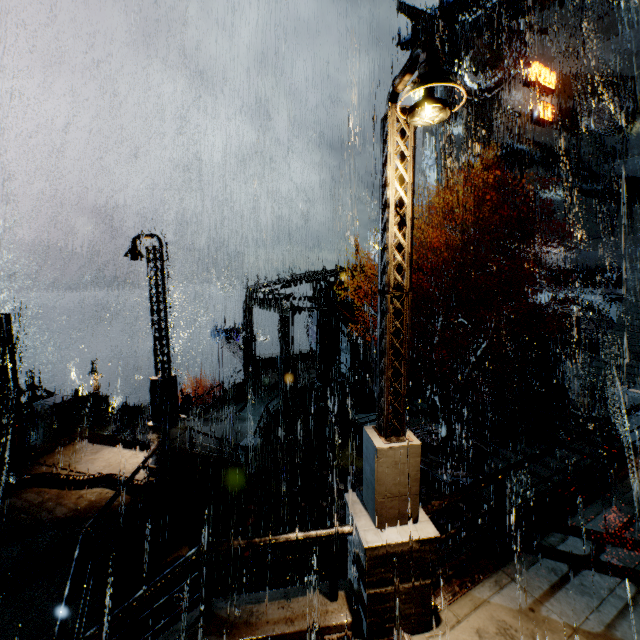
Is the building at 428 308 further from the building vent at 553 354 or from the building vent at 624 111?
the building vent at 553 354

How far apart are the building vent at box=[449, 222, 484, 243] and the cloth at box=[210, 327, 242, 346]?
28.9 meters

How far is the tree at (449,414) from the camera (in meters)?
15.46

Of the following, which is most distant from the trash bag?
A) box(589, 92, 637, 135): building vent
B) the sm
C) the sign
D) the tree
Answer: box(589, 92, 637, 135): building vent

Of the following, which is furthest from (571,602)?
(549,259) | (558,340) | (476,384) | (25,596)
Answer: (549,259)

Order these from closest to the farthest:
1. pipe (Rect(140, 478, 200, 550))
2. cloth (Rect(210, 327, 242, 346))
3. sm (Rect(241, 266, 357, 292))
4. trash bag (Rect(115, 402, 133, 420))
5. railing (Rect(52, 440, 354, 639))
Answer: railing (Rect(52, 440, 354, 639))
pipe (Rect(140, 478, 200, 550))
trash bag (Rect(115, 402, 133, 420))
sm (Rect(241, 266, 357, 292))
cloth (Rect(210, 327, 242, 346))

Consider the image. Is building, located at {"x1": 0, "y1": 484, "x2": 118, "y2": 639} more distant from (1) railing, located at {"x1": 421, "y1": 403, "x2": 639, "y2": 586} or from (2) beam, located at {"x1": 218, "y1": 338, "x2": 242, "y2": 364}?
(1) railing, located at {"x1": 421, "y1": 403, "x2": 639, "y2": 586}

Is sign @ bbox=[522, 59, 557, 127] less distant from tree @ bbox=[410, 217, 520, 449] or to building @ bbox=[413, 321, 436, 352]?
building @ bbox=[413, 321, 436, 352]
